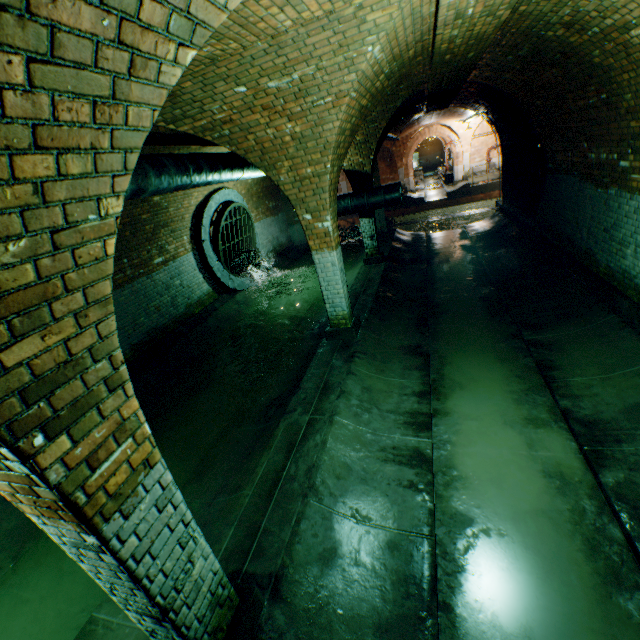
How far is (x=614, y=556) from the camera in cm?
285

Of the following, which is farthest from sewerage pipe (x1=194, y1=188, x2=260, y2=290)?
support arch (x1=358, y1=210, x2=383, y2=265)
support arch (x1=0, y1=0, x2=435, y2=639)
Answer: support arch (x1=0, y1=0, x2=435, y2=639)

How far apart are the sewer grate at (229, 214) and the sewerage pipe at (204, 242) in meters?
0.0

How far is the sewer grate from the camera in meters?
10.0 m

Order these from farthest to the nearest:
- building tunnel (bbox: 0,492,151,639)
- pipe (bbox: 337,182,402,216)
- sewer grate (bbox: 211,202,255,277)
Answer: sewer grate (bbox: 211,202,255,277) < pipe (bbox: 337,182,402,216) < building tunnel (bbox: 0,492,151,639)

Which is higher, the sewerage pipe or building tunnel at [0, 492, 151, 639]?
the sewerage pipe

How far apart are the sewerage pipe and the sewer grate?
0.0m

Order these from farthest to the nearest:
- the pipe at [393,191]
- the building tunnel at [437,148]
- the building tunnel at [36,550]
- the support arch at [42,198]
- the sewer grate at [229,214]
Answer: the building tunnel at [437,148] → the sewer grate at [229,214] → the pipe at [393,191] → the building tunnel at [36,550] → the support arch at [42,198]
